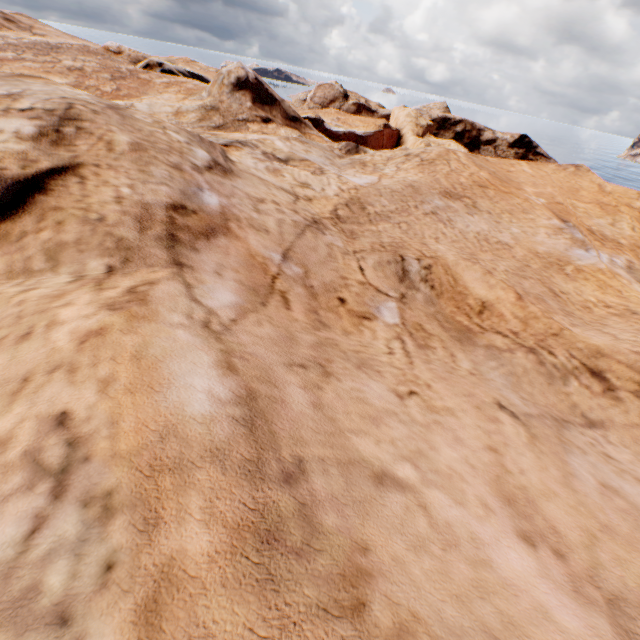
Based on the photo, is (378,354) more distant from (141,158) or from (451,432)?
(141,158)
